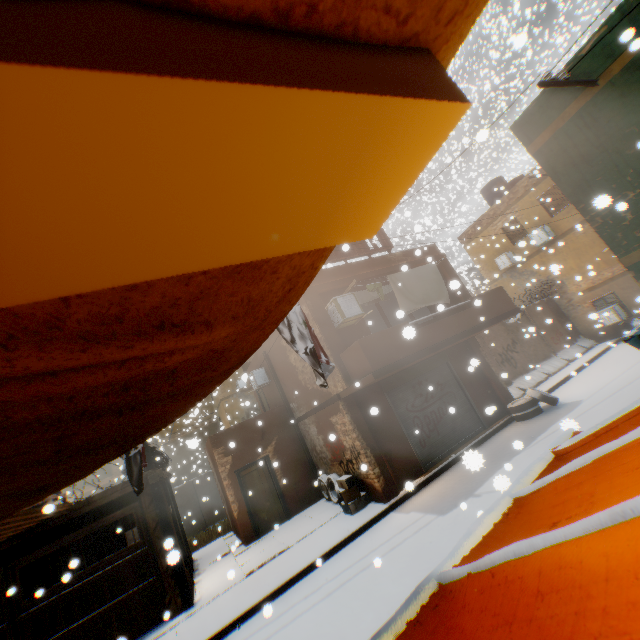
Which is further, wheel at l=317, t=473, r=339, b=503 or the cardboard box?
wheel at l=317, t=473, r=339, b=503

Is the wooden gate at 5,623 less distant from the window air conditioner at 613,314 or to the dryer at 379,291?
the dryer at 379,291

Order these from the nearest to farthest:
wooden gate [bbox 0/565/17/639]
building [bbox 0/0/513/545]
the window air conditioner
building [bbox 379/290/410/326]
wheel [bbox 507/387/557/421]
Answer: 1. building [bbox 0/0/513/545]
2. wooden gate [bbox 0/565/17/639]
3. wheel [bbox 507/387/557/421]
4. building [bbox 379/290/410/326]
5. the window air conditioner

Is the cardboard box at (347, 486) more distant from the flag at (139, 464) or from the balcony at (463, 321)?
the flag at (139, 464)

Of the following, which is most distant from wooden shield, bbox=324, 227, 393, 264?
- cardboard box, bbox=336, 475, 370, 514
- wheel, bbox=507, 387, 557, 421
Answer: cardboard box, bbox=336, 475, 370, 514

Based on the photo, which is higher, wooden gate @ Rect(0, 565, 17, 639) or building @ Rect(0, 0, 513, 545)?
building @ Rect(0, 0, 513, 545)

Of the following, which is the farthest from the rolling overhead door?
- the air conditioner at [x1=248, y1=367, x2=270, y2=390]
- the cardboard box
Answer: the air conditioner at [x1=248, y1=367, x2=270, y2=390]

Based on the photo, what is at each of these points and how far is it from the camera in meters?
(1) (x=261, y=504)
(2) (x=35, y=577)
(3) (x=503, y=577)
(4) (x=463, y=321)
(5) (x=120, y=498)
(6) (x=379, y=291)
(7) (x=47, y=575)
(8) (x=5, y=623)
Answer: (1) door, 12.4
(2) building, 11.7
(3) tent, 1.0
(4) balcony, 10.2
(5) wooden beam, 9.1
(6) dryer, 10.3
(7) building, 11.8
(8) wooden gate, 7.4
